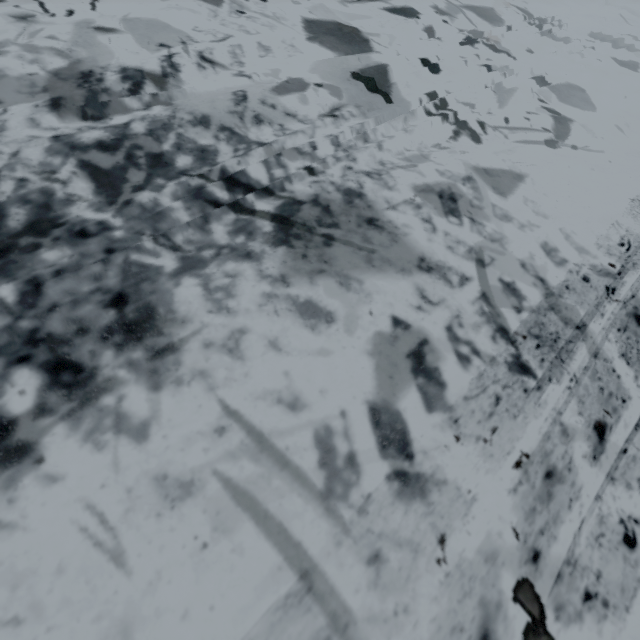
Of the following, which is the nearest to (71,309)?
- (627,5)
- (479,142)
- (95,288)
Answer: (95,288)
